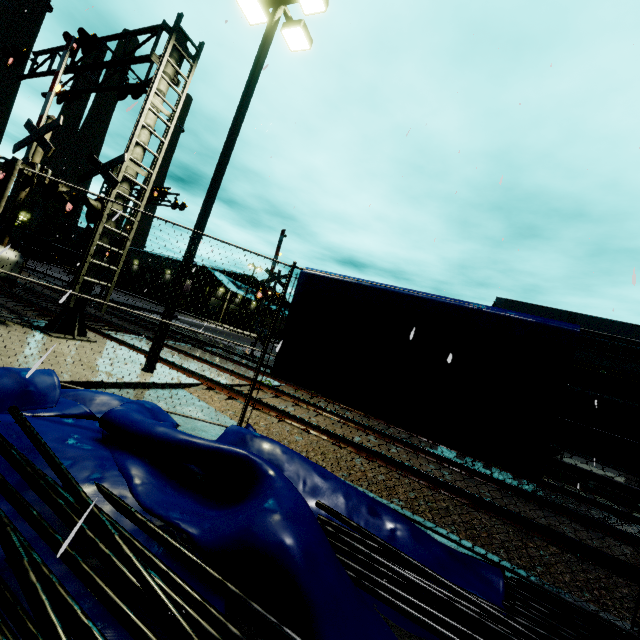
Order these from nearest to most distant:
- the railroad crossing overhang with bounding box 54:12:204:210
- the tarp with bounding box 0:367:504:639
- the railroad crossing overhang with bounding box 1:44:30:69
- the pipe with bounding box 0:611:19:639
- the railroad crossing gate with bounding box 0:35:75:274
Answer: the pipe with bounding box 0:611:19:639, the tarp with bounding box 0:367:504:639, the railroad crossing gate with bounding box 0:35:75:274, the railroad crossing overhang with bounding box 54:12:204:210, the railroad crossing overhang with bounding box 1:44:30:69

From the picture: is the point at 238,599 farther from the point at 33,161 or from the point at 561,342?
the point at 33,161

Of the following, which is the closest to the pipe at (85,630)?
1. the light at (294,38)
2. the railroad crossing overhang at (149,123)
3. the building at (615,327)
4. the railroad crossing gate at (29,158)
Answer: the building at (615,327)

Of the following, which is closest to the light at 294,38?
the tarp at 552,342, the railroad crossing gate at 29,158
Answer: the tarp at 552,342

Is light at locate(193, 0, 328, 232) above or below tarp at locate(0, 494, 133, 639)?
above

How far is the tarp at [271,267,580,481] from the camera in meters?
3.8

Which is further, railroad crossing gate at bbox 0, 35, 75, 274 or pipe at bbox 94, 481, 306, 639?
railroad crossing gate at bbox 0, 35, 75, 274

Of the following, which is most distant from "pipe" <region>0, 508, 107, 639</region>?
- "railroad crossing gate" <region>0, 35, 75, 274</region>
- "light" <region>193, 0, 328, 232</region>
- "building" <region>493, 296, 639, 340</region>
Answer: "railroad crossing gate" <region>0, 35, 75, 274</region>
